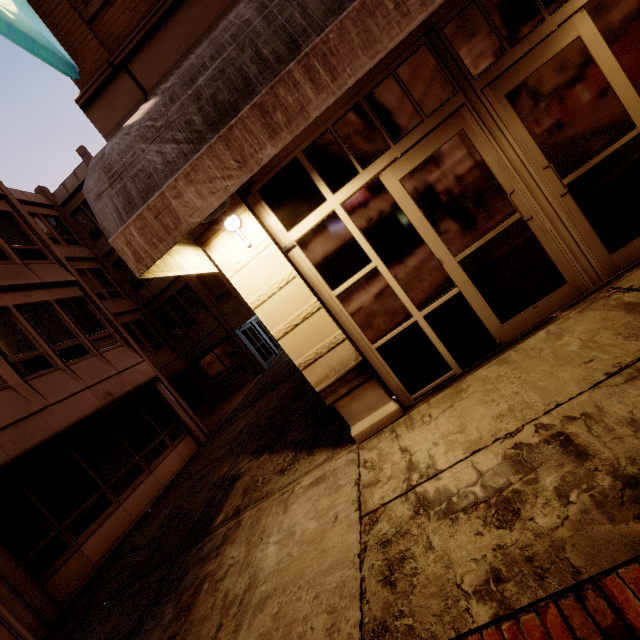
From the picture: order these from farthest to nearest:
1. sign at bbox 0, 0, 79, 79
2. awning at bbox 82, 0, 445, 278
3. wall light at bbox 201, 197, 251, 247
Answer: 1. wall light at bbox 201, 197, 251, 247
2. sign at bbox 0, 0, 79, 79
3. awning at bbox 82, 0, 445, 278

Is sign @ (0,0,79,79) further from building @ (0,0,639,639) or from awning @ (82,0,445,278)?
awning @ (82,0,445,278)

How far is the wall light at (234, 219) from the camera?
3.69m

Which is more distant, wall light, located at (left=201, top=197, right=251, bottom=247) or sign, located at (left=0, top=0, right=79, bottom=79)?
wall light, located at (left=201, top=197, right=251, bottom=247)

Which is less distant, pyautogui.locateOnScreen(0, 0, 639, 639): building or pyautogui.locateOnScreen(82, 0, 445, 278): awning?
pyautogui.locateOnScreen(82, 0, 445, 278): awning

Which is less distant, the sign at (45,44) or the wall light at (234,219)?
the sign at (45,44)

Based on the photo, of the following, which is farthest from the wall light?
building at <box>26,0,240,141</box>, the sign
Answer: the sign

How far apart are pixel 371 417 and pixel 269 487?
2.1 meters
